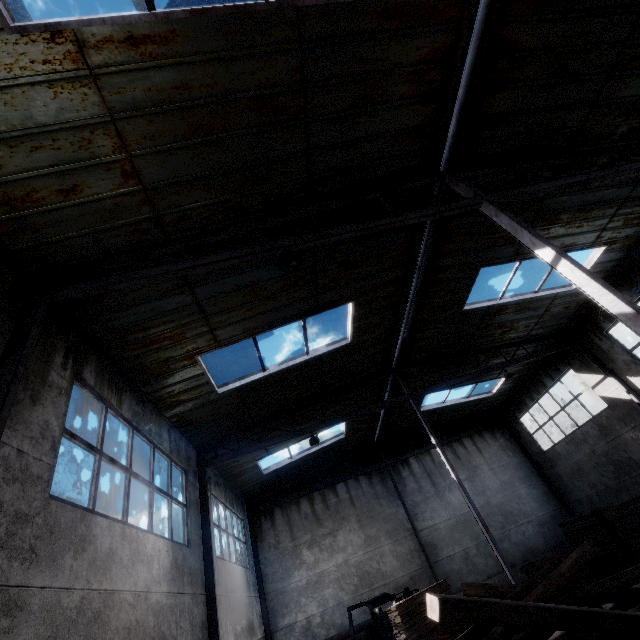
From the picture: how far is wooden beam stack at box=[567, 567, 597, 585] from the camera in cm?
1215

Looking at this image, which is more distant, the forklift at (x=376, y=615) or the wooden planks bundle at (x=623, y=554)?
the wooden planks bundle at (x=623, y=554)

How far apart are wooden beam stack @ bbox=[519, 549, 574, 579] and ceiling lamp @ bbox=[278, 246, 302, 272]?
15.83m

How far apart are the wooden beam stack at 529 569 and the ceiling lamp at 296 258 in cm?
1583

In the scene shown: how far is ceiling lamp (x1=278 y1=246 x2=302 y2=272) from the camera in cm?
522

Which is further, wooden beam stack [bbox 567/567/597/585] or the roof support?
Result: wooden beam stack [bbox 567/567/597/585]

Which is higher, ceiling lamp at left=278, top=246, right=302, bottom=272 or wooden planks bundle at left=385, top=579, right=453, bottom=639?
ceiling lamp at left=278, top=246, right=302, bottom=272

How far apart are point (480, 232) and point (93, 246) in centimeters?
892cm
